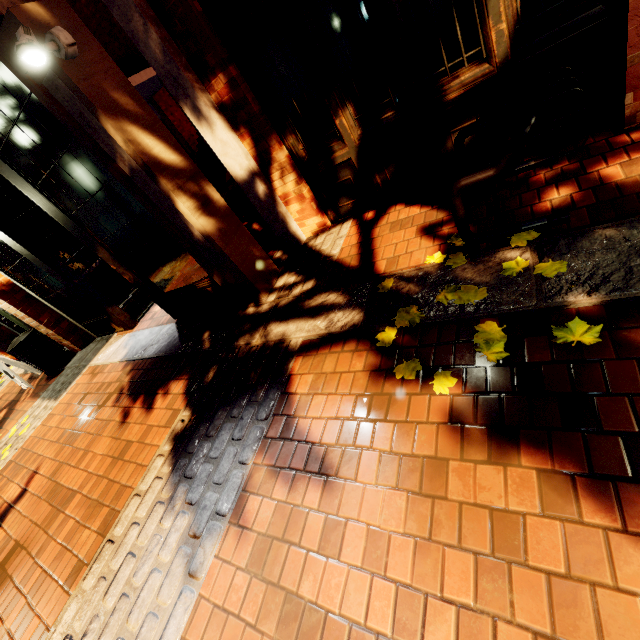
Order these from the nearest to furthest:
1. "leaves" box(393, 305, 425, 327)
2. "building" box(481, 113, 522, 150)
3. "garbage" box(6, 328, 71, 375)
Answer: "leaves" box(393, 305, 425, 327)
"building" box(481, 113, 522, 150)
"garbage" box(6, 328, 71, 375)

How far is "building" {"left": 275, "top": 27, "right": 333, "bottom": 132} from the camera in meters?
3.1

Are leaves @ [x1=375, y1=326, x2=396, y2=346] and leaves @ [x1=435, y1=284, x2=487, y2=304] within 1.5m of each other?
yes

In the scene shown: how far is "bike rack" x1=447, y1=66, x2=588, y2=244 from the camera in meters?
2.0 m

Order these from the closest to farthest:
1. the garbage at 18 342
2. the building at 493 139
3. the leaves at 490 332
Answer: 1. the leaves at 490 332
2. the building at 493 139
3. the garbage at 18 342

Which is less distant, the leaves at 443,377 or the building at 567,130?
the leaves at 443,377

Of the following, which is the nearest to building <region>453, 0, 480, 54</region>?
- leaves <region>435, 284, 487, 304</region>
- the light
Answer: the light

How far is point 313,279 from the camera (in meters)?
3.63
